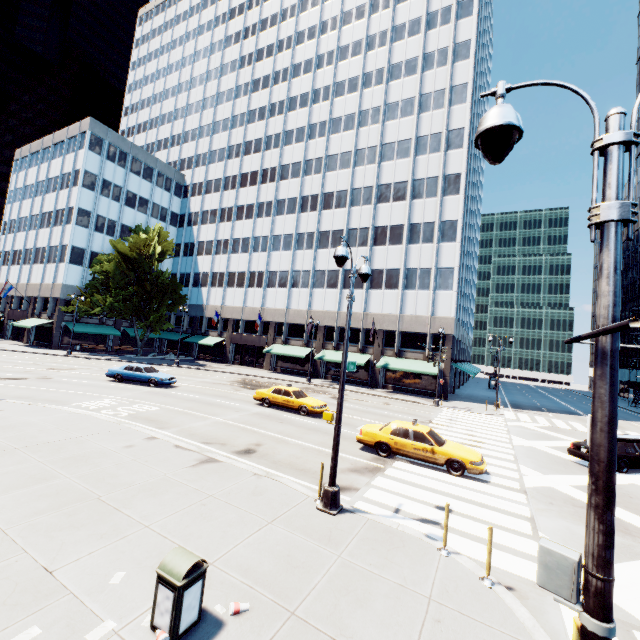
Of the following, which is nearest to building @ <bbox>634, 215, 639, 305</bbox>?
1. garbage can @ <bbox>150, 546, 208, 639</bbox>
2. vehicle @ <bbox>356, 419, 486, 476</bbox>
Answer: vehicle @ <bbox>356, 419, 486, 476</bbox>

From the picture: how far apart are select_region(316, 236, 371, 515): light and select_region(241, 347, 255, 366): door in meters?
39.1

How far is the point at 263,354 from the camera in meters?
47.0

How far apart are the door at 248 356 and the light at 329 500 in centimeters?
3915cm

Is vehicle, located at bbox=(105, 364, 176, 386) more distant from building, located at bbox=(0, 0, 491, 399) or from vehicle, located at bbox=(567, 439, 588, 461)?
vehicle, located at bbox=(567, 439, 588, 461)

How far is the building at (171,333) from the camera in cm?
5392

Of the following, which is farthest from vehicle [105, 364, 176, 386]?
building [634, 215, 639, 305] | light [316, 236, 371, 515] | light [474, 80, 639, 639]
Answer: building [634, 215, 639, 305]

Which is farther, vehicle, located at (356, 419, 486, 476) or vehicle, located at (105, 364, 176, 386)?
vehicle, located at (105, 364, 176, 386)
